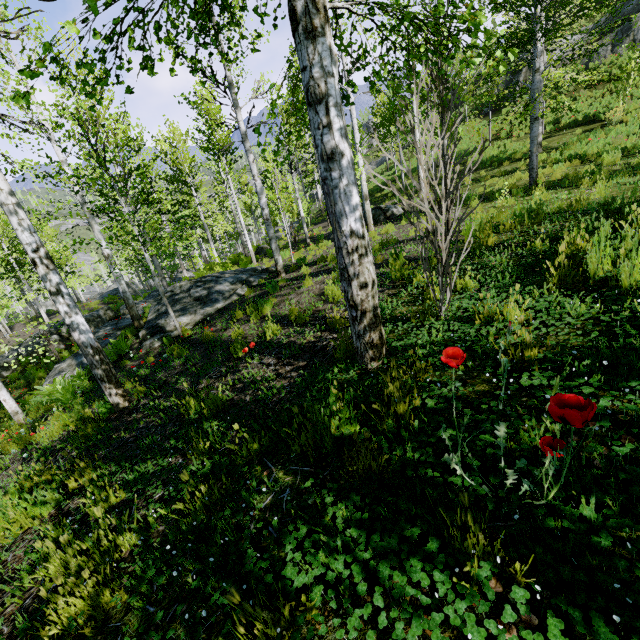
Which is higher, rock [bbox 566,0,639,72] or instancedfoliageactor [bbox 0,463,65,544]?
rock [bbox 566,0,639,72]

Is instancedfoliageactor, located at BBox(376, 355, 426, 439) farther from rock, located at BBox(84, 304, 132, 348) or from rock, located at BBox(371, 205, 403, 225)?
rock, located at BBox(371, 205, 403, 225)

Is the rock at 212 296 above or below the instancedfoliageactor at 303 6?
below

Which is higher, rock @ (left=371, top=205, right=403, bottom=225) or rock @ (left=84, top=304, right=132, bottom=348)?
rock @ (left=371, top=205, right=403, bottom=225)

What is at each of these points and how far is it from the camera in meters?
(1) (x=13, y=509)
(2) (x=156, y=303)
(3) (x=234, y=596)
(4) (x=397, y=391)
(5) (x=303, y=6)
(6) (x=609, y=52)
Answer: (1) instancedfoliageactor, 3.4 m
(2) rock, 11.4 m
(3) instancedfoliageactor, 1.2 m
(4) instancedfoliageactor, 2.6 m
(5) instancedfoliageactor, 2.2 m
(6) rock, 19.7 m

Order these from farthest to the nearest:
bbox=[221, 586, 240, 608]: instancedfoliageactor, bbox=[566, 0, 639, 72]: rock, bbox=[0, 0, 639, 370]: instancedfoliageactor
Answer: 1. bbox=[566, 0, 639, 72]: rock
2. bbox=[0, 0, 639, 370]: instancedfoliageactor
3. bbox=[221, 586, 240, 608]: instancedfoliageactor

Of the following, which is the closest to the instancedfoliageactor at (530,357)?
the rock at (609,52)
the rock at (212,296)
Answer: the rock at (212,296)

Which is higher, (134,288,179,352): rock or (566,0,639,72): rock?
(566,0,639,72): rock
